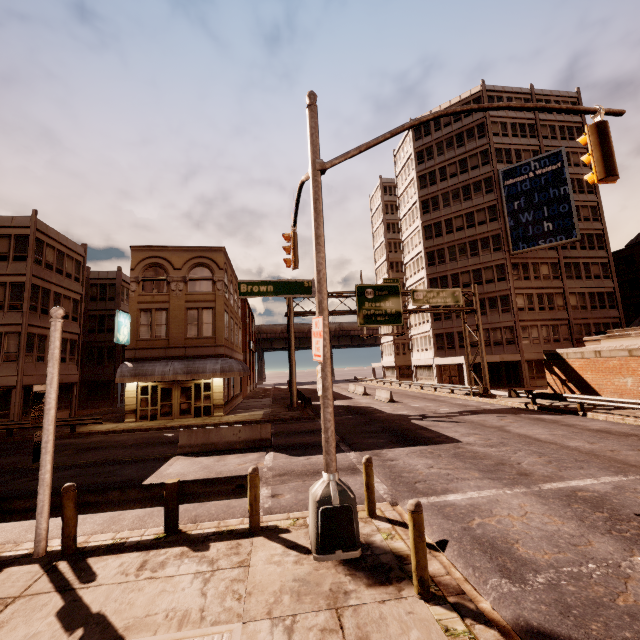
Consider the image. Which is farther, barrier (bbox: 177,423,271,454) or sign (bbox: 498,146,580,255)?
sign (bbox: 498,146,580,255)

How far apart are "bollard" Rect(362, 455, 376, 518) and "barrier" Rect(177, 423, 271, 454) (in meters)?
7.92

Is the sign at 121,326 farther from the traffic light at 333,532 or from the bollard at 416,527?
the bollard at 416,527

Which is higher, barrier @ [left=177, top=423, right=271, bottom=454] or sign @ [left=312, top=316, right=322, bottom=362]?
sign @ [left=312, top=316, right=322, bottom=362]

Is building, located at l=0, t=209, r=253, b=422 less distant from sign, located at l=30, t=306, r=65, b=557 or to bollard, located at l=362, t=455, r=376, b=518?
sign, located at l=30, t=306, r=65, b=557

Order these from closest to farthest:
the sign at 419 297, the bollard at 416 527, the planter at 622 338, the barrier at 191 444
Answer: the bollard at 416 527, the barrier at 191 444, the planter at 622 338, the sign at 419 297

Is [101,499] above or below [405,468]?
above

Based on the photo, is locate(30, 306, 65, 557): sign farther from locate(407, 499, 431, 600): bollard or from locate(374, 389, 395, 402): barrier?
locate(374, 389, 395, 402): barrier
